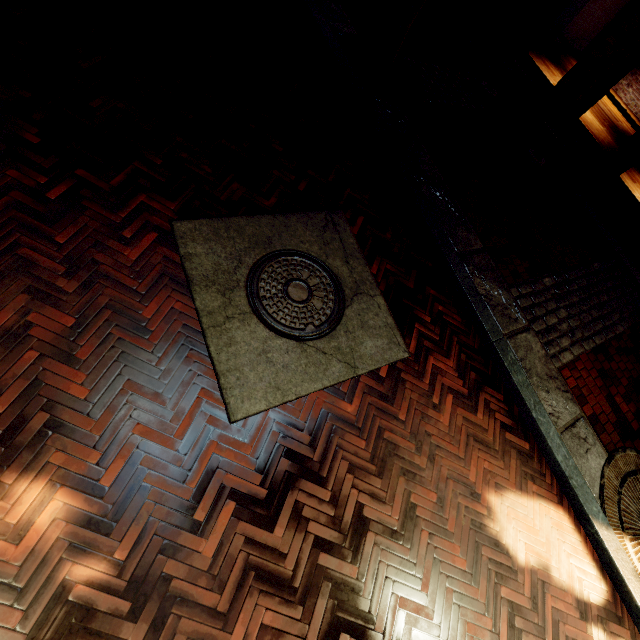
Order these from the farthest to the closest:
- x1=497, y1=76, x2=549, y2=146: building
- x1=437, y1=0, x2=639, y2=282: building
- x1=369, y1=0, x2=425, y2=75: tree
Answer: x1=497, y1=76, x2=549, y2=146: building < x1=437, y1=0, x2=639, y2=282: building < x1=369, y1=0, x2=425, y2=75: tree

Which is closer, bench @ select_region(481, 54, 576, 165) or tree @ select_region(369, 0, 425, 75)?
tree @ select_region(369, 0, 425, 75)

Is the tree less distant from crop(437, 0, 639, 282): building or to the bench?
crop(437, 0, 639, 282): building

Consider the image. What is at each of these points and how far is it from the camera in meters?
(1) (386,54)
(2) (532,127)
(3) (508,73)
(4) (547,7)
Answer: (1) tree, 5.4 m
(2) building, 7.1 m
(3) bench, 6.5 m
(4) building, 6.5 m

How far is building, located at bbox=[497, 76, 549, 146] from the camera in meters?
7.0 m

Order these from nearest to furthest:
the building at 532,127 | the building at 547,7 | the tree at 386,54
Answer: the tree at 386,54 < the building at 547,7 < the building at 532,127

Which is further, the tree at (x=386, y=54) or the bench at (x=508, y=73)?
the bench at (x=508, y=73)
